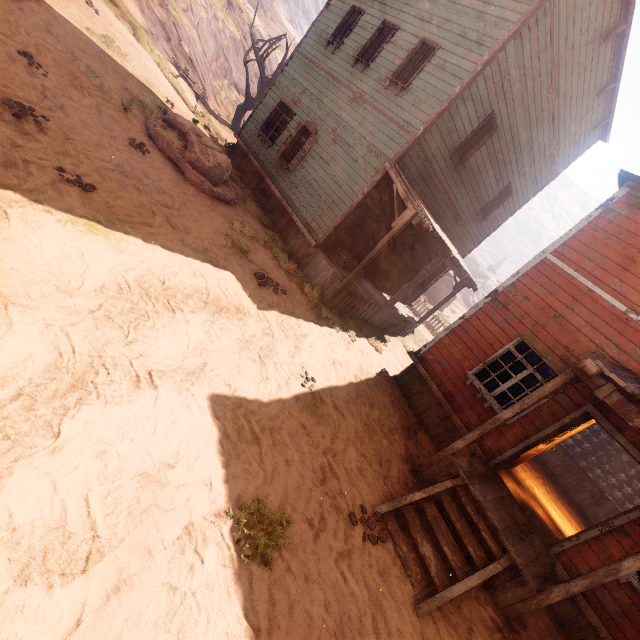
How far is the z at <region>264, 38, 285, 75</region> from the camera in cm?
3406

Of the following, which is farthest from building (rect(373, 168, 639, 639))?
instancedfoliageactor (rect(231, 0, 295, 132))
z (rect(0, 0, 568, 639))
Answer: instancedfoliageactor (rect(231, 0, 295, 132))

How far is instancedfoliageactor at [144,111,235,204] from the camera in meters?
9.0 m

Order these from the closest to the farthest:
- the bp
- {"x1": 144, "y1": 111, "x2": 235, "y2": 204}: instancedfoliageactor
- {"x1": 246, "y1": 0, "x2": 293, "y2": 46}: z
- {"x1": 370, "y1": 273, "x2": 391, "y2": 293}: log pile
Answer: the bp
{"x1": 144, "y1": 111, "x2": 235, "y2": 204}: instancedfoliageactor
{"x1": 370, "y1": 273, "x2": 391, "y2": 293}: log pile
{"x1": 246, "y1": 0, "x2": 293, "y2": 46}: z

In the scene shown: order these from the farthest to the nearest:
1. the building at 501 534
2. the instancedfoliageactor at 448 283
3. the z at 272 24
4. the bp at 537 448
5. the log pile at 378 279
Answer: the instancedfoliageactor at 448 283 → the z at 272 24 → the log pile at 378 279 → the bp at 537 448 → the building at 501 534

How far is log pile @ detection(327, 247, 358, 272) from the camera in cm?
1029

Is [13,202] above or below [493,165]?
below

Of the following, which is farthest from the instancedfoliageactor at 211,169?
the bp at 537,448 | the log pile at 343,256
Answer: the bp at 537,448
